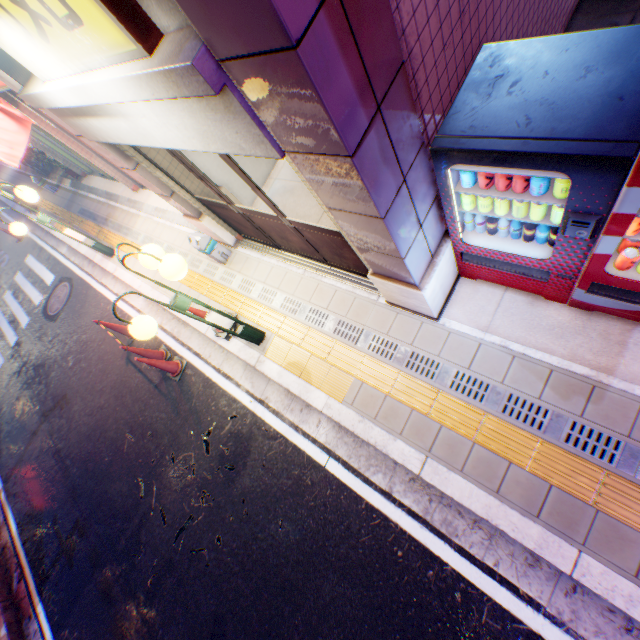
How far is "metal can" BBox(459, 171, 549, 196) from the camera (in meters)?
2.27

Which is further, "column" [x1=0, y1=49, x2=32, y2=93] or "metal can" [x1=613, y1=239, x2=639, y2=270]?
"column" [x1=0, y1=49, x2=32, y2=93]

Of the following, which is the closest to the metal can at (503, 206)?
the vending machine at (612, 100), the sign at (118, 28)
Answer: the vending machine at (612, 100)

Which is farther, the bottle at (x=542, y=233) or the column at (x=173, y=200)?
the column at (x=173, y=200)

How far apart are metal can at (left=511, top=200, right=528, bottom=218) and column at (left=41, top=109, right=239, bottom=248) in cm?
420

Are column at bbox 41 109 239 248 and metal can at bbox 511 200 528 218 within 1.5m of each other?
no

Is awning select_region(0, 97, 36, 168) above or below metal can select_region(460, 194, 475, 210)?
above

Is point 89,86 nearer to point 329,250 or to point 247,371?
point 329,250
